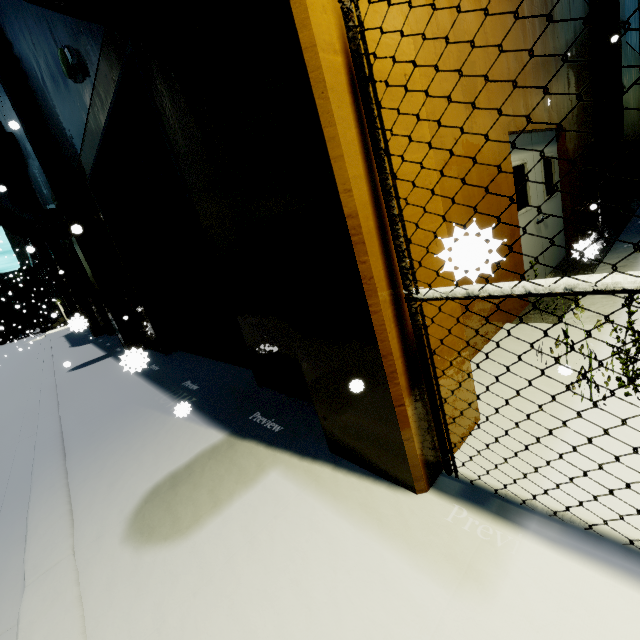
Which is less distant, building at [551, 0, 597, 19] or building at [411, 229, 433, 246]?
building at [411, 229, 433, 246]

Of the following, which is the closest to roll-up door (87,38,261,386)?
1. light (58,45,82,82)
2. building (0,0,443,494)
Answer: building (0,0,443,494)

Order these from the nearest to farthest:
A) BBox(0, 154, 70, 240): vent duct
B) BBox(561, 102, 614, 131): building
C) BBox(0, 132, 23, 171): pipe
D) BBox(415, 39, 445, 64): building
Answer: BBox(415, 39, 445, 64): building → BBox(561, 102, 614, 131): building → BBox(0, 154, 70, 240): vent duct → BBox(0, 132, 23, 171): pipe

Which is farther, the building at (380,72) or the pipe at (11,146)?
the pipe at (11,146)

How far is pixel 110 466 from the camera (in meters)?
3.78

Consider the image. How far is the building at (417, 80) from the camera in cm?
203

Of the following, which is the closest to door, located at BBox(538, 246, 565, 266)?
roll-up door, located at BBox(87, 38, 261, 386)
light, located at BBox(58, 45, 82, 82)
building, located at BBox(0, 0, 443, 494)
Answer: building, located at BBox(0, 0, 443, 494)
